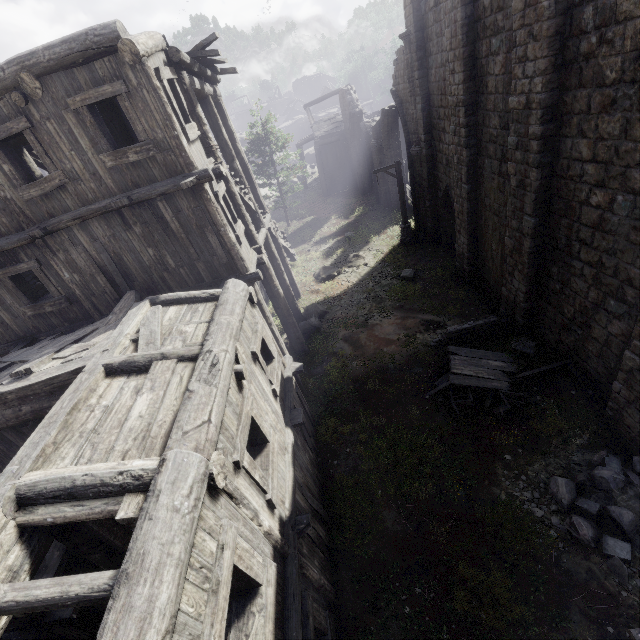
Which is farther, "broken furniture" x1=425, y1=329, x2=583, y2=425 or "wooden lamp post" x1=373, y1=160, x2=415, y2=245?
"wooden lamp post" x1=373, y1=160, x2=415, y2=245

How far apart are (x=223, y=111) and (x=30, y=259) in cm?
875

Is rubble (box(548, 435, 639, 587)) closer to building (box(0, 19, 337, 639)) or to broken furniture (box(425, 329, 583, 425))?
building (box(0, 19, 337, 639))

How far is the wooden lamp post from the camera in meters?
17.6

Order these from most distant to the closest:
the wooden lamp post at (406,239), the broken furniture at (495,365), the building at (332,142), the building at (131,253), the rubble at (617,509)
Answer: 1. the building at (332,142)
2. the wooden lamp post at (406,239)
3. the broken furniture at (495,365)
4. the rubble at (617,509)
5. the building at (131,253)

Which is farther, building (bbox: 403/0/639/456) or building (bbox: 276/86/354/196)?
building (bbox: 276/86/354/196)

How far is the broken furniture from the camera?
9.4m

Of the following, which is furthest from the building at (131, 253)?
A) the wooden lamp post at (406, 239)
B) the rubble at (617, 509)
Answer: the wooden lamp post at (406, 239)
